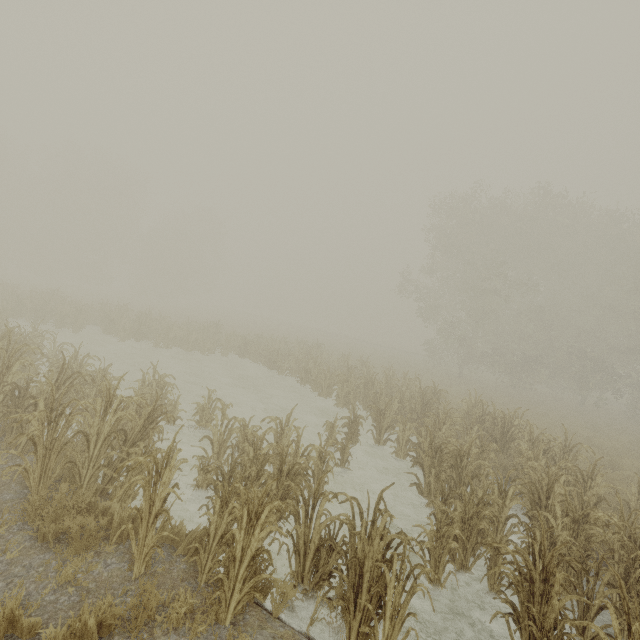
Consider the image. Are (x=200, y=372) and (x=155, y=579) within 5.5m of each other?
no
